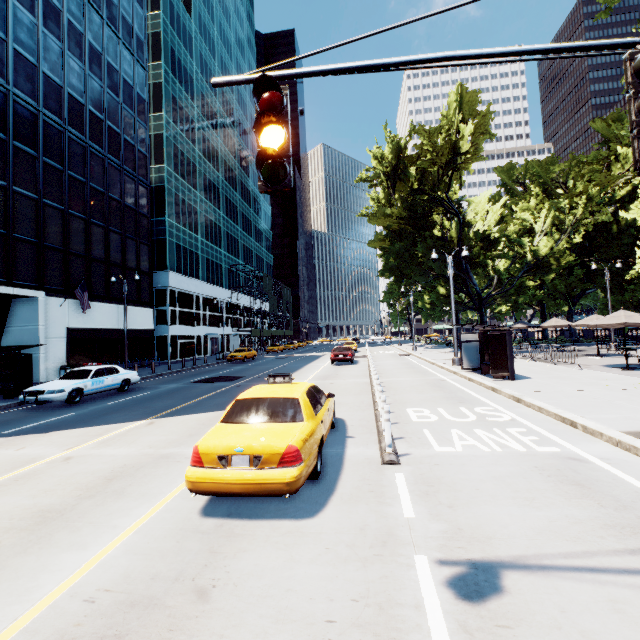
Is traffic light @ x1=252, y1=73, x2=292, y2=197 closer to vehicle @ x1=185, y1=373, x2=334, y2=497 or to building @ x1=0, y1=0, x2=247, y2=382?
vehicle @ x1=185, y1=373, x2=334, y2=497

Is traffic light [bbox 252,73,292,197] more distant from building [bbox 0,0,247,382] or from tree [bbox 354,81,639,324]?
building [bbox 0,0,247,382]

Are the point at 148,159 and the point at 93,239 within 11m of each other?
no

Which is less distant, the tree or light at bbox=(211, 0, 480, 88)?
light at bbox=(211, 0, 480, 88)

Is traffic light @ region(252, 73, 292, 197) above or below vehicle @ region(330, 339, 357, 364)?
above

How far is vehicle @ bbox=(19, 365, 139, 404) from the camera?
13.1 meters

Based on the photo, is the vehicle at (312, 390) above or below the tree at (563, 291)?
below

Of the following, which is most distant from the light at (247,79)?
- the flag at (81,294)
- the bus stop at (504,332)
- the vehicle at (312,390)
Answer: the flag at (81,294)
